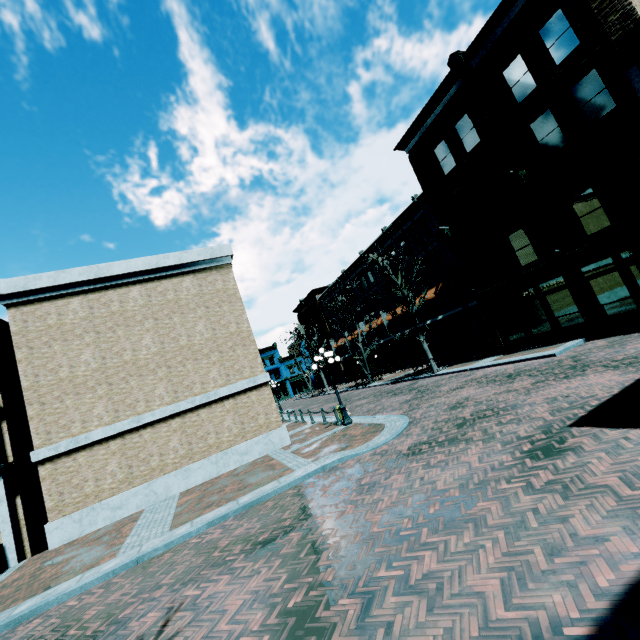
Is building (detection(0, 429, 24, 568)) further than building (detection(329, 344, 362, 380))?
No

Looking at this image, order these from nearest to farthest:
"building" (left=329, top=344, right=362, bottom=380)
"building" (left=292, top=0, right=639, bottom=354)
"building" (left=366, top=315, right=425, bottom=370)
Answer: "building" (left=292, top=0, right=639, bottom=354)
"building" (left=366, top=315, right=425, bottom=370)
"building" (left=329, top=344, right=362, bottom=380)

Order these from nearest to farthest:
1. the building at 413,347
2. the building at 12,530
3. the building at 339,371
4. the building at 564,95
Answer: the building at 12,530
the building at 564,95
the building at 413,347
the building at 339,371

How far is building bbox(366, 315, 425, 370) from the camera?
32.8m

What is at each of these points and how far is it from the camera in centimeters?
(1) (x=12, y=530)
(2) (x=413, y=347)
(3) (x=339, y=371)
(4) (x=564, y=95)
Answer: (1) building, 1116cm
(2) building, 3266cm
(3) building, 4953cm
(4) building, 1332cm

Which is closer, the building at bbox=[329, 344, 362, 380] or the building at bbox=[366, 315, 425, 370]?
the building at bbox=[366, 315, 425, 370]

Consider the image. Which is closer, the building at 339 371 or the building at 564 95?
the building at 564 95
